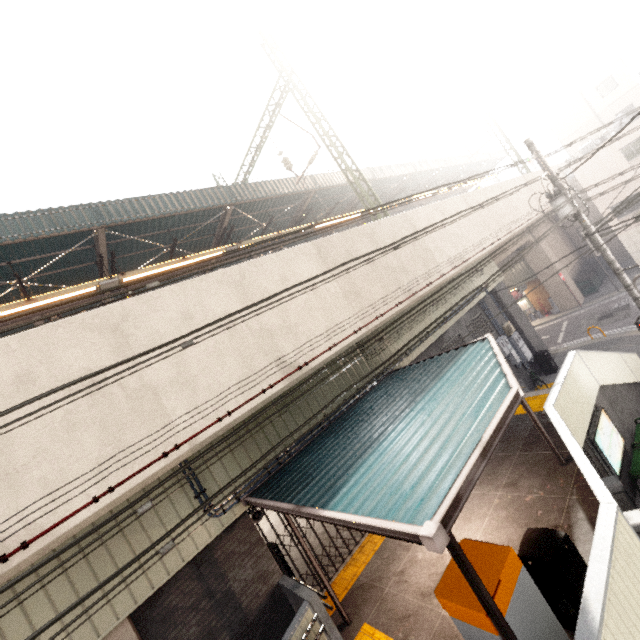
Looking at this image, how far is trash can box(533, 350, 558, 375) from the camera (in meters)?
16.20

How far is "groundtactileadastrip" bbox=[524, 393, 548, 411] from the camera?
10.0 meters

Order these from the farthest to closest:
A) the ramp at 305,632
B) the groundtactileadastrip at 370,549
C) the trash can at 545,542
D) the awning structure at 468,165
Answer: the awning structure at 468,165
the groundtactileadastrip at 370,549
the ramp at 305,632
the trash can at 545,542

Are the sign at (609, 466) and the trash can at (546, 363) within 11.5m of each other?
yes

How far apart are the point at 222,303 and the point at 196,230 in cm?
803

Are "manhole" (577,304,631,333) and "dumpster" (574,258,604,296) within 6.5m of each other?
yes

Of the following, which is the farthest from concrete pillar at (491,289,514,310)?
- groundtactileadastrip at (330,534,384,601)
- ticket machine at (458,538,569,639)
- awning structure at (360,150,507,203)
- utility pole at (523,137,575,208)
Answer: ticket machine at (458,538,569,639)

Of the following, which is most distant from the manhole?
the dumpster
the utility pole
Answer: the utility pole
